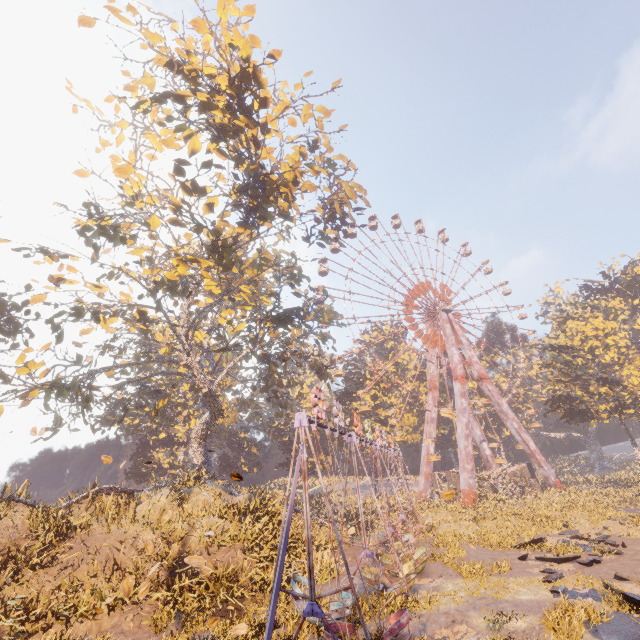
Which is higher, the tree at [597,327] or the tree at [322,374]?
the tree at [322,374]

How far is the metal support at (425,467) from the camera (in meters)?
42.62

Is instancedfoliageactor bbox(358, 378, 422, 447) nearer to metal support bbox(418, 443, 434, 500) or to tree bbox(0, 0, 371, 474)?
metal support bbox(418, 443, 434, 500)

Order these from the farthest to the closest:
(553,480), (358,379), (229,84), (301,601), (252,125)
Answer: (358,379) → (553,480) → (252,125) → (229,84) → (301,601)

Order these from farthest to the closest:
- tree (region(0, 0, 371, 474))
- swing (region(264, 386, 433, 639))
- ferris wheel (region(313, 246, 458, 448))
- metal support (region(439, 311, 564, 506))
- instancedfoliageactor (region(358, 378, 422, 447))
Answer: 1. instancedfoliageactor (region(358, 378, 422, 447))
2. ferris wheel (region(313, 246, 458, 448))
3. metal support (region(439, 311, 564, 506))
4. tree (region(0, 0, 371, 474))
5. swing (region(264, 386, 433, 639))

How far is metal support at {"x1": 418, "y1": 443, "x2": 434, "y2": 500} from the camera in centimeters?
4262cm

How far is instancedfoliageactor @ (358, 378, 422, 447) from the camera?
48.8m

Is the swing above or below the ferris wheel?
below
